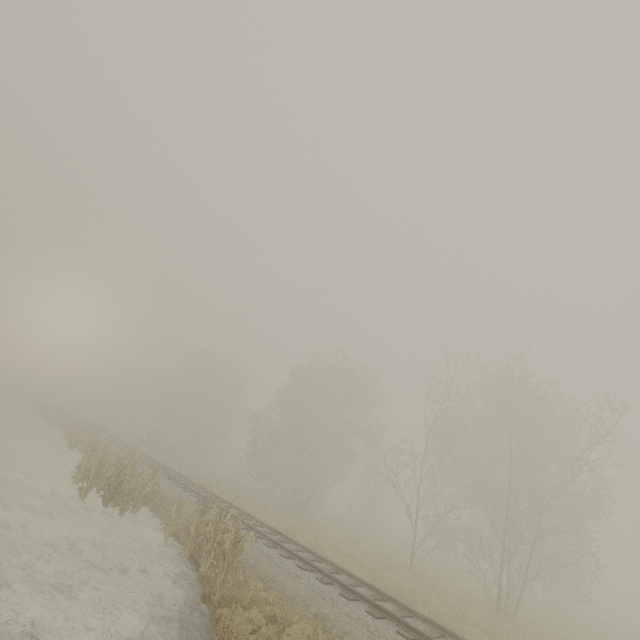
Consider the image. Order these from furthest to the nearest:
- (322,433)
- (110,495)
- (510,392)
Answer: (322,433), (510,392), (110,495)

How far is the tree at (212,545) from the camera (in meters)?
8.30

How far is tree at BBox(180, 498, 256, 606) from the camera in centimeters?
830cm
